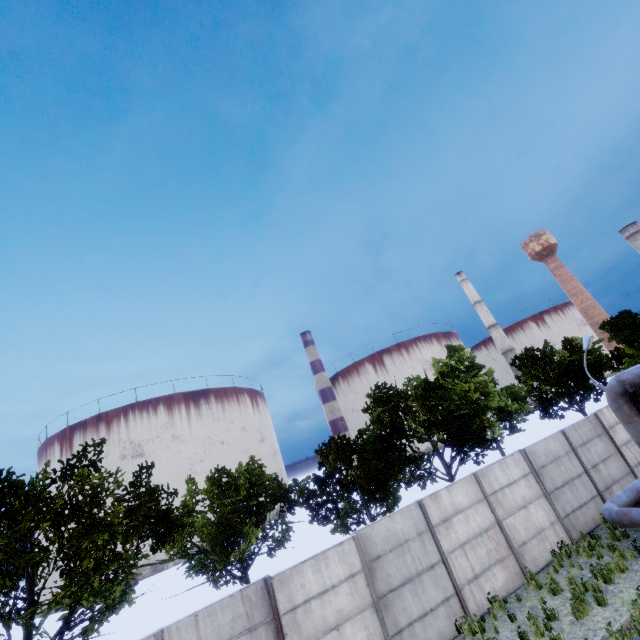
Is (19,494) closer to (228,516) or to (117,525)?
(117,525)

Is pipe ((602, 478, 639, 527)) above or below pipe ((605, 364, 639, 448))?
below

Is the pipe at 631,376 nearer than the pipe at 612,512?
Yes

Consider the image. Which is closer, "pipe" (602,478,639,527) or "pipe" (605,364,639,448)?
"pipe" (605,364,639,448)

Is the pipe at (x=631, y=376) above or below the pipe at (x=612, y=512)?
above
